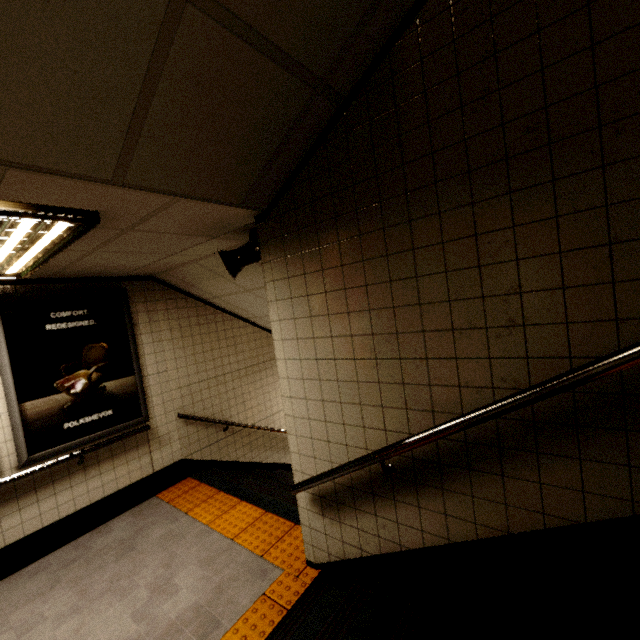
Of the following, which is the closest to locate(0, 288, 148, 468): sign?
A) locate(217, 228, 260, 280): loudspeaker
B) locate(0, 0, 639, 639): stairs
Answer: locate(217, 228, 260, 280): loudspeaker

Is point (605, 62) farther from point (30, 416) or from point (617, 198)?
point (30, 416)

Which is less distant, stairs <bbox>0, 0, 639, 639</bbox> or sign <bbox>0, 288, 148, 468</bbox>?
stairs <bbox>0, 0, 639, 639</bbox>

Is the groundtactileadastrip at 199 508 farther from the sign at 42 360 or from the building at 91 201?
the sign at 42 360

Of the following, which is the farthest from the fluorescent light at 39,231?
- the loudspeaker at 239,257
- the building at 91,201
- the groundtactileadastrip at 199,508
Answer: the groundtactileadastrip at 199,508

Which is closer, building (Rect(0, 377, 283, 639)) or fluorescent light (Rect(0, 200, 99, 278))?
fluorescent light (Rect(0, 200, 99, 278))

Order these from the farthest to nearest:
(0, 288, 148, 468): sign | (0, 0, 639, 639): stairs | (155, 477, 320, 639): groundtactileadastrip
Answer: (0, 288, 148, 468): sign, (155, 477, 320, 639): groundtactileadastrip, (0, 0, 639, 639): stairs

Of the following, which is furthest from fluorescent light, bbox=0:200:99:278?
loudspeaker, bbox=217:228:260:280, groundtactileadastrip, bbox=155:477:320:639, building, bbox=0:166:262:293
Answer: groundtactileadastrip, bbox=155:477:320:639
